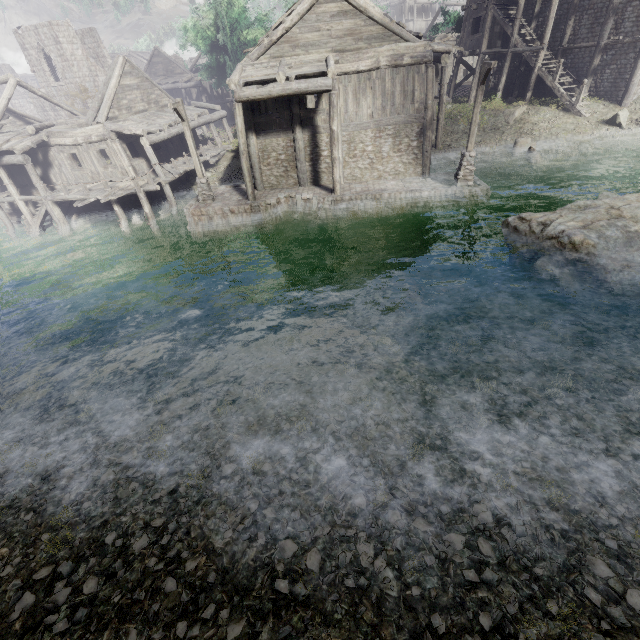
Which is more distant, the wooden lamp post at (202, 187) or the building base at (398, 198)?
the building base at (398, 198)

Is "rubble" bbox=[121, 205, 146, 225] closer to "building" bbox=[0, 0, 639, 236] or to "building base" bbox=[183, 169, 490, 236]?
"building" bbox=[0, 0, 639, 236]

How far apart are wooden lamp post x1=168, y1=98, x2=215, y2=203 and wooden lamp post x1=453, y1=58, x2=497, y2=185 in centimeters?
1305cm

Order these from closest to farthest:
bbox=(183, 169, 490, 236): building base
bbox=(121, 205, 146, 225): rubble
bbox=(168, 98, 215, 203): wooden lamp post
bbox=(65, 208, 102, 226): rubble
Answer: bbox=(168, 98, 215, 203): wooden lamp post
bbox=(183, 169, 490, 236): building base
bbox=(121, 205, 146, 225): rubble
bbox=(65, 208, 102, 226): rubble

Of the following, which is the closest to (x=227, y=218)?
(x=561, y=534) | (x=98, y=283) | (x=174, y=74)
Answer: (x=98, y=283)

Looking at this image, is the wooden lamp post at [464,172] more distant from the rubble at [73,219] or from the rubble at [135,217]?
the rubble at [73,219]

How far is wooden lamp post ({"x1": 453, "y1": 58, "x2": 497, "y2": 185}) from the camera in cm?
1362

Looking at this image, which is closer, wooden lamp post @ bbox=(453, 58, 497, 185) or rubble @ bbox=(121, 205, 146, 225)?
wooden lamp post @ bbox=(453, 58, 497, 185)
